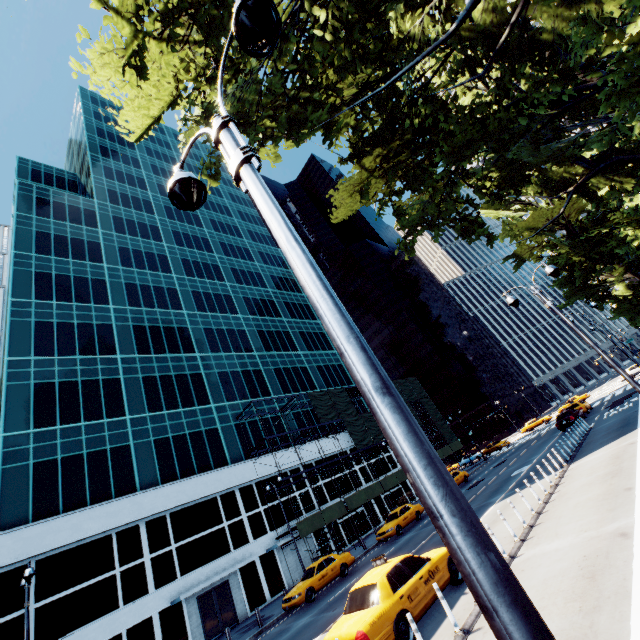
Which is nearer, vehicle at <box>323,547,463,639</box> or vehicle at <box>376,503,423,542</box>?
vehicle at <box>323,547,463,639</box>

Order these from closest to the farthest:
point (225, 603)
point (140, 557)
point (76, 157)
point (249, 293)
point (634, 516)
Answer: point (634, 516) < point (140, 557) < point (225, 603) < point (249, 293) < point (76, 157)

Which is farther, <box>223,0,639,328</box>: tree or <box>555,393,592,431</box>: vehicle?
<box>555,393,592,431</box>: vehicle

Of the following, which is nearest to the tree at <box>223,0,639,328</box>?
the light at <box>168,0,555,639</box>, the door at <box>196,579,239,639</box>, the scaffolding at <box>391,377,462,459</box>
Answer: the light at <box>168,0,555,639</box>

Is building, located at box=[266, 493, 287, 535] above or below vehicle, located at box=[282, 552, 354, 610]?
above

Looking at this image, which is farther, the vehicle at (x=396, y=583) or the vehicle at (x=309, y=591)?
the vehicle at (x=309, y=591)

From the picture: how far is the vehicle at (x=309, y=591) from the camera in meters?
18.1 m

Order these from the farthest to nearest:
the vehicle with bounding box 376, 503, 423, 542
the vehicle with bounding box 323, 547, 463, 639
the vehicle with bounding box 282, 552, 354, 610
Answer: the vehicle with bounding box 376, 503, 423, 542
the vehicle with bounding box 282, 552, 354, 610
the vehicle with bounding box 323, 547, 463, 639
